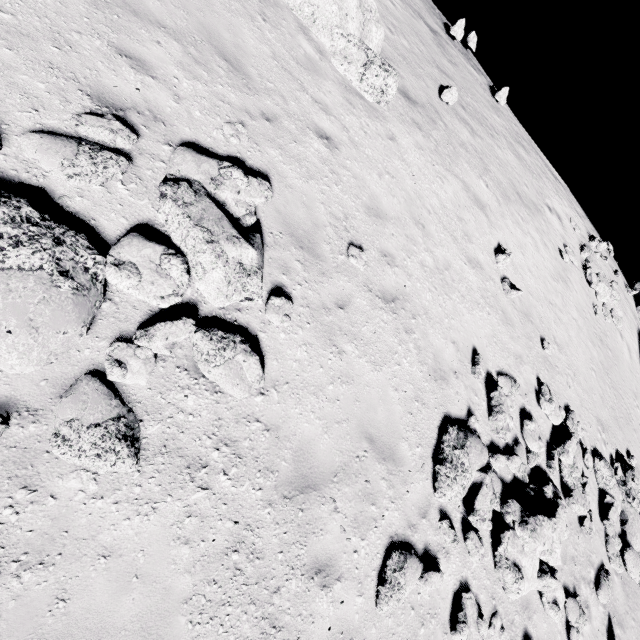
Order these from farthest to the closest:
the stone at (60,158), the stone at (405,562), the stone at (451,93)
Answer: the stone at (451,93), the stone at (405,562), the stone at (60,158)

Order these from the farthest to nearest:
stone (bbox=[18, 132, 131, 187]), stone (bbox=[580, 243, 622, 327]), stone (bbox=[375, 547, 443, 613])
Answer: stone (bbox=[580, 243, 622, 327]) → stone (bbox=[375, 547, 443, 613]) → stone (bbox=[18, 132, 131, 187])

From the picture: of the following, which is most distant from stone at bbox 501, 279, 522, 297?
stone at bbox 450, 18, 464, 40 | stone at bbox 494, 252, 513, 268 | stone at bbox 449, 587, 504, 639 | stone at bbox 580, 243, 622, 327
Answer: stone at bbox 450, 18, 464, 40

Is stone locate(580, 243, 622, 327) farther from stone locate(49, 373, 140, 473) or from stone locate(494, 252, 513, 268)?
stone locate(49, 373, 140, 473)

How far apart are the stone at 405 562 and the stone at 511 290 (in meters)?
8.26

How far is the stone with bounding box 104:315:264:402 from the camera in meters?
3.7 m

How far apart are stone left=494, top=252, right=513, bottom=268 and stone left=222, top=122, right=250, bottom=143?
8.95m

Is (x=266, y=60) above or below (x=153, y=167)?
above
